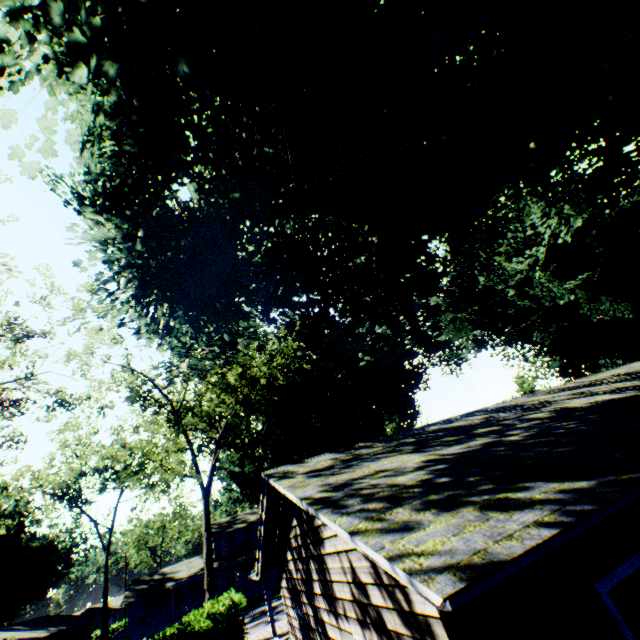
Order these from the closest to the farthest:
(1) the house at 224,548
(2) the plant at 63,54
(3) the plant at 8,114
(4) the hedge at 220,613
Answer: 1. (1) the house at 224,548
2. (2) the plant at 63,54
3. (3) the plant at 8,114
4. (4) the hedge at 220,613

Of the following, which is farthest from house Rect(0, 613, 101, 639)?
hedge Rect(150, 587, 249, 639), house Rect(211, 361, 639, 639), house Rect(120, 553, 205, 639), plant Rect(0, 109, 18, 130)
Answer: plant Rect(0, 109, 18, 130)

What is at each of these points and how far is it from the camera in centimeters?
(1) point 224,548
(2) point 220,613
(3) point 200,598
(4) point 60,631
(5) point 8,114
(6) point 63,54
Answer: (1) house, 4328cm
(2) hedge, 1463cm
(3) house, 3959cm
(4) house, 3572cm
(5) plant, 560cm
(6) plant, 523cm

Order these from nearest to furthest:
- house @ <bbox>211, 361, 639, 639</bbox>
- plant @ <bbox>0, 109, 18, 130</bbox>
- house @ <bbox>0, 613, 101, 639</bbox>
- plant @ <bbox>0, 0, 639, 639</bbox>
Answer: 1. house @ <bbox>211, 361, 639, 639</bbox>
2. plant @ <bbox>0, 0, 639, 639</bbox>
3. plant @ <bbox>0, 109, 18, 130</bbox>
4. house @ <bbox>0, 613, 101, 639</bbox>

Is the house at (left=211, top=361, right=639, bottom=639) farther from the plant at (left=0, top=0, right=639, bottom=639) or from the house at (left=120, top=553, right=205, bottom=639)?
the house at (left=120, top=553, right=205, bottom=639)

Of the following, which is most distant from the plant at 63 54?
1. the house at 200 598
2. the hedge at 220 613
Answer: the hedge at 220 613

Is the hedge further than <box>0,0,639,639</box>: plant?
Yes
